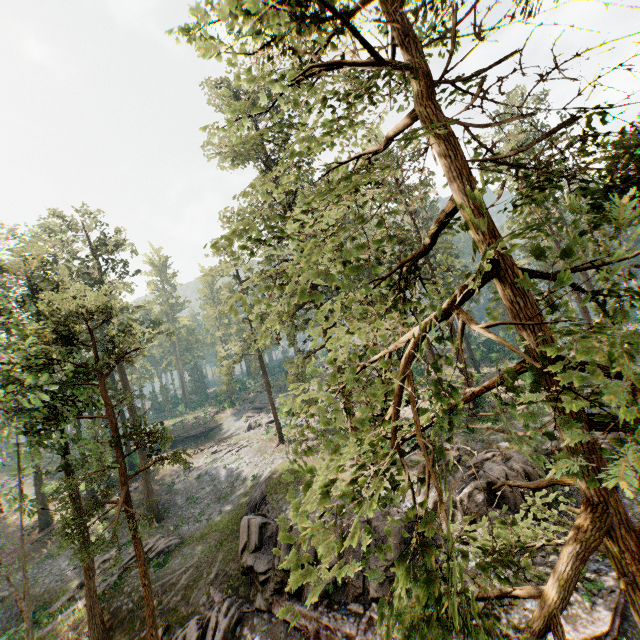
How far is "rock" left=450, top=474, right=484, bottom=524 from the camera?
15.53m

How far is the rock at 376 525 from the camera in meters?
15.2

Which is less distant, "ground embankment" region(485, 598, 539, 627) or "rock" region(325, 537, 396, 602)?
"ground embankment" region(485, 598, 539, 627)

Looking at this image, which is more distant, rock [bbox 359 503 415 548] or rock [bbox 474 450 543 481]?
rock [bbox 474 450 543 481]

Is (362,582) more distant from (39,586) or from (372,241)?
(372,241)

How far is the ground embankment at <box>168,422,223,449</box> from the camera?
50.2m

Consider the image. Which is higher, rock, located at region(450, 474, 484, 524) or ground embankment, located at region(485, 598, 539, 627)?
rock, located at region(450, 474, 484, 524)

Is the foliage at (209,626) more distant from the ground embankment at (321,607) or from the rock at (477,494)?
the ground embankment at (321,607)
